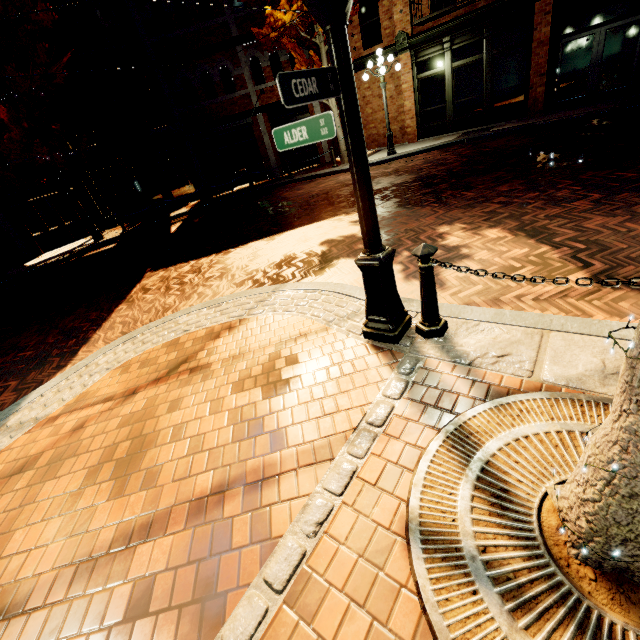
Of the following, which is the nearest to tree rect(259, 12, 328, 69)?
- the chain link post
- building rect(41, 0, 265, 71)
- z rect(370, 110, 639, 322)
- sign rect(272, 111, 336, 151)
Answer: building rect(41, 0, 265, 71)

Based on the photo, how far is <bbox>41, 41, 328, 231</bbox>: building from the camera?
15.09m

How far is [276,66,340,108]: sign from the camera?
1.8m

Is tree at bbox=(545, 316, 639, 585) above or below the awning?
below

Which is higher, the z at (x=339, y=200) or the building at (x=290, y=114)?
the building at (x=290, y=114)

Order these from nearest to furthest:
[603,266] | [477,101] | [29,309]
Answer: [603,266] < [29,309] < [477,101]

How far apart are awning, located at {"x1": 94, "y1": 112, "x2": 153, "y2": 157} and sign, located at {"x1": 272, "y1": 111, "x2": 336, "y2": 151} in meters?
13.5

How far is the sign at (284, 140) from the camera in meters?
2.3
